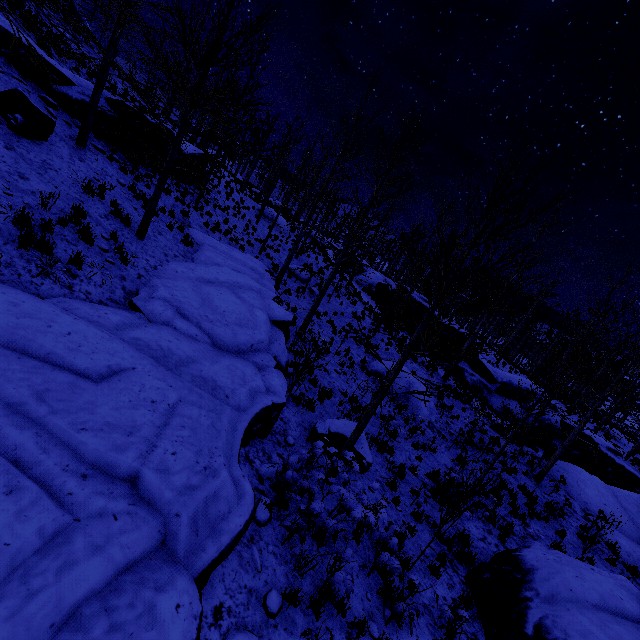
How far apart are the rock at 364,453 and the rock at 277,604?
3.92m

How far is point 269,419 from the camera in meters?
7.0 m

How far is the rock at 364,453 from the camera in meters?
8.5 m

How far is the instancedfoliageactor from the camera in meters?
6.1

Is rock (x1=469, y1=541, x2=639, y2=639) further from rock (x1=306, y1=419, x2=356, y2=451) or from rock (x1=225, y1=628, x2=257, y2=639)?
rock (x1=225, y1=628, x2=257, y2=639)

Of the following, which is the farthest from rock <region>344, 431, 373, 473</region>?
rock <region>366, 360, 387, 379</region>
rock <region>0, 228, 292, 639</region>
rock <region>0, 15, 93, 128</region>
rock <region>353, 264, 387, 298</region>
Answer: rock <region>353, 264, 387, 298</region>

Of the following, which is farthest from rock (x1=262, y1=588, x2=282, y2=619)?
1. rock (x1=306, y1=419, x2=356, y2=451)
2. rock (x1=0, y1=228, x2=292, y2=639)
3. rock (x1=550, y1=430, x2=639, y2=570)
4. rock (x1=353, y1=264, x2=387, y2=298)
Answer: rock (x1=353, y1=264, x2=387, y2=298)

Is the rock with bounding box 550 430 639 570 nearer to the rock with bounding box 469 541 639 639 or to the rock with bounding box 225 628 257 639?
the rock with bounding box 469 541 639 639
